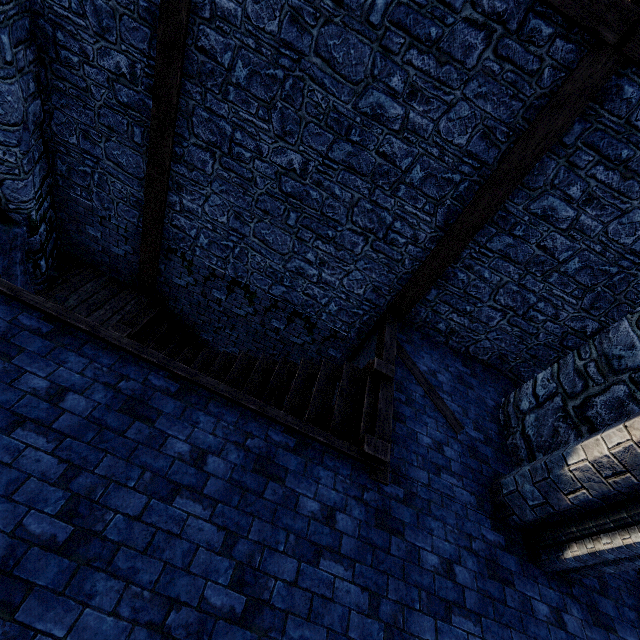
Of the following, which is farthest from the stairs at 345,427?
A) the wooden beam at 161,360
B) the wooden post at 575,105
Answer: the wooden post at 575,105

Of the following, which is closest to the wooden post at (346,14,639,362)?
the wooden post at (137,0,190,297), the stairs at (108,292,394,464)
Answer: the stairs at (108,292,394,464)

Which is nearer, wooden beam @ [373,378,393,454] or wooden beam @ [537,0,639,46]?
wooden beam @ [537,0,639,46]

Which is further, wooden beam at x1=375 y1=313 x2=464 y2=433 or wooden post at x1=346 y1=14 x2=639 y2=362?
wooden beam at x1=375 y1=313 x2=464 y2=433

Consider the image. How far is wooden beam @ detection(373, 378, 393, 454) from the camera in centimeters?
435cm

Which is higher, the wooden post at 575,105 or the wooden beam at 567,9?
the wooden beam at 567,9

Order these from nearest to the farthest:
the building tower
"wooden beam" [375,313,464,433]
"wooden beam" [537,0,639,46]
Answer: "wooden beam" [537,0,639,46], the building tower, "wooden beam" [375,313,464,433]

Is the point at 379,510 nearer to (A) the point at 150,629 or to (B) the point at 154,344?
(A) the point at 150,629
